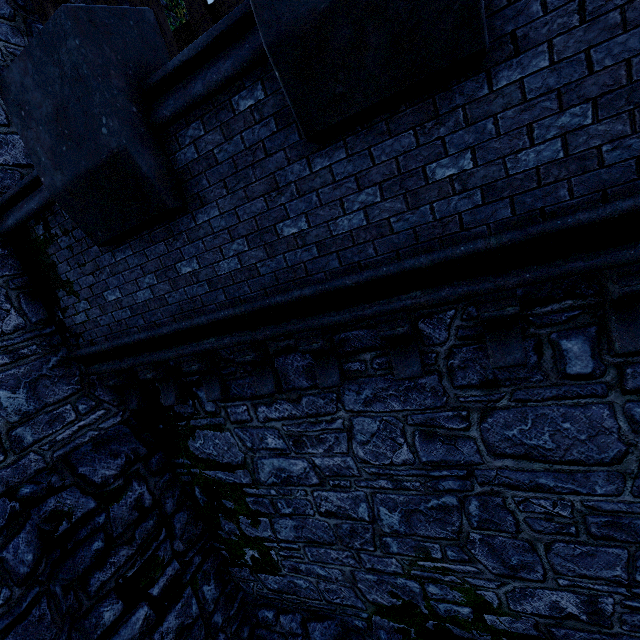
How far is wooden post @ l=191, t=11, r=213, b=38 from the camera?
5.9m

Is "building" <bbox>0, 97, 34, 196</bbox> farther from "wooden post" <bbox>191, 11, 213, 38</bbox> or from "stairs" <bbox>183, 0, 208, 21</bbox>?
"wooden post" <bbox>191, 11, 213, 38</bbox>

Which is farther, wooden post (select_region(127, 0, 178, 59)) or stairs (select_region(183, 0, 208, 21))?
stairs (select_region(183, 0, 208, 21))

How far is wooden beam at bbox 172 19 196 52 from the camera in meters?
6.2 m

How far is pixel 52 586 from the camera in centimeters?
425cm

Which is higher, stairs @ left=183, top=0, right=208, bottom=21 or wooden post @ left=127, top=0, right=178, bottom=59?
stairs @ left=183, top=0, right=208, bottom=21

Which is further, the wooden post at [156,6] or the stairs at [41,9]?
the stairs at [41,9]

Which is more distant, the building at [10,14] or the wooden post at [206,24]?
the wooden post at [206,24]
